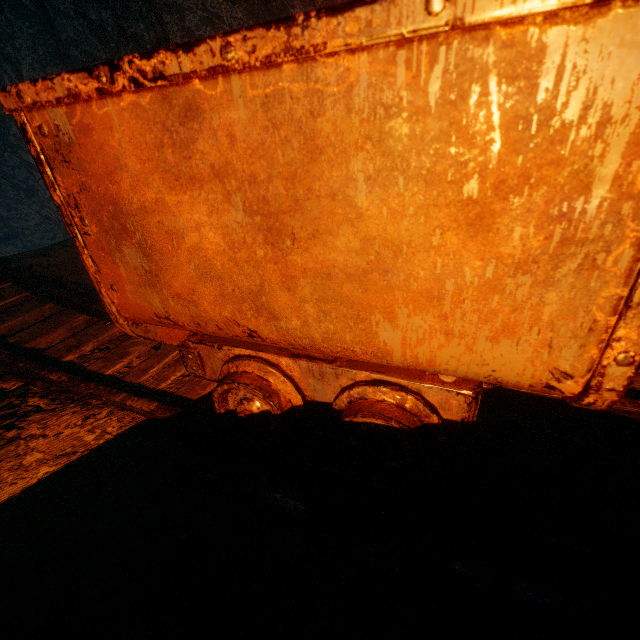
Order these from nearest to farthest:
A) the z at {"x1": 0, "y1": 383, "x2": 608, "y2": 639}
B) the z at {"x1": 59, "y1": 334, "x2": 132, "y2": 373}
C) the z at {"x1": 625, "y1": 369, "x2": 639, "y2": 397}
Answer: the z at {"x1": 0, "y1": 383, "x2": 608, "y2": 639} → the z at {"x1": 625, "y1": 369, "x2": 639, "y2": 397} → the z at {"x1": 59, "y1": 334, "x2": 132, "y2": 373}

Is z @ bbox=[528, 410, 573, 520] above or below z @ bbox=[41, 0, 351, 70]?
below

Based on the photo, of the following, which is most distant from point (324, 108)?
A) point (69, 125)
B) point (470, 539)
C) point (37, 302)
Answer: point (37, 302)

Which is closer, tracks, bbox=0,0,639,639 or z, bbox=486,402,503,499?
tracks, bbox=0,0,639,639

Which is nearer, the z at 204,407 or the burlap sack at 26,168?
the z at 204,407

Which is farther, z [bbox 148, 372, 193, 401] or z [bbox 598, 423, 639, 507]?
z [bbox 148, 372, 193, 401]

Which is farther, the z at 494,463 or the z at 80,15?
the z at 80,15
